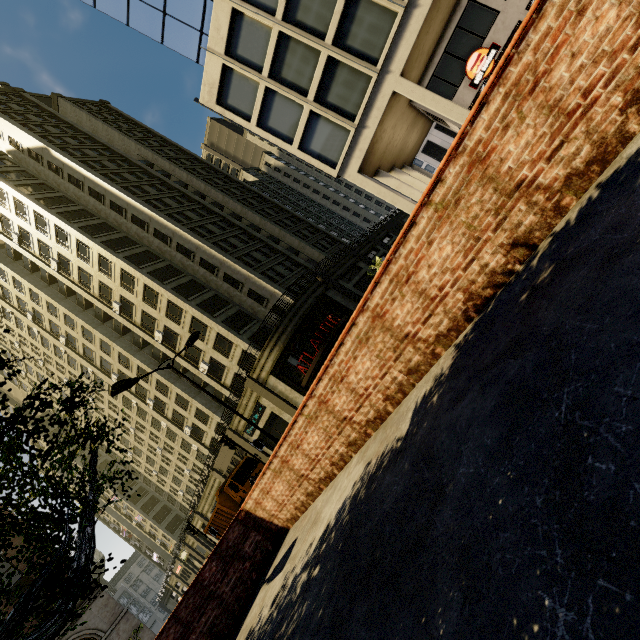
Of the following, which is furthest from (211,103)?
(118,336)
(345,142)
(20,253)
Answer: (20,253)

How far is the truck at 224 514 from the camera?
20.5 meters

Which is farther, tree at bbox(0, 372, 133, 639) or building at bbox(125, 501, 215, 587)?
building at bbox(125, 501, 215, 587)

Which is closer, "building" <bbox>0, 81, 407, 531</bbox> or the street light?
the street light

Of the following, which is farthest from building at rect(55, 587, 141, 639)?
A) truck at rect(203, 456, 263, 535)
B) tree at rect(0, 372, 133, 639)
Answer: truck at rect(203, 456, 263, 535)

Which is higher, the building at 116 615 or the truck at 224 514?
the building at 116 615

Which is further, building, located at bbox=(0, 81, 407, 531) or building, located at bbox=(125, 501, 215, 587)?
building, located at bbox=(125, 501, 215, 587)

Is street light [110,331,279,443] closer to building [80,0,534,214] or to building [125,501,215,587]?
building [125,501,215,587]
